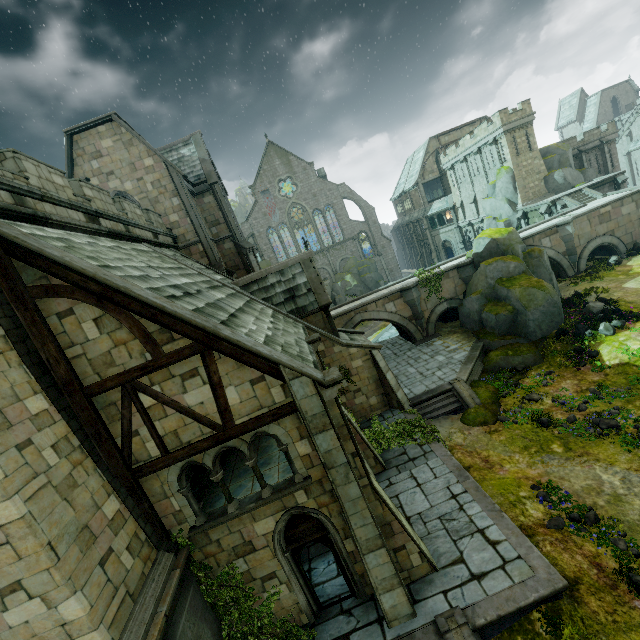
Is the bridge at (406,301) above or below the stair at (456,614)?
above

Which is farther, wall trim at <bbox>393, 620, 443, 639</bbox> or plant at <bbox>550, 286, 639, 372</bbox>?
plant at <bbox>550, 286, 639, 372</bbox>

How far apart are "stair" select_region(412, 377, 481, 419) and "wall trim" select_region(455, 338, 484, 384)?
0.0 meters

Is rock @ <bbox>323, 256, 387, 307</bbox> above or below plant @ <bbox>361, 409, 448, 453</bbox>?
above

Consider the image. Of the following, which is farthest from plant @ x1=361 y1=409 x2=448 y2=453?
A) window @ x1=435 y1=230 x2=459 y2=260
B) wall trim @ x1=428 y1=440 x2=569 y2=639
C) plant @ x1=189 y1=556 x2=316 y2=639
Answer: window @ x1=435 y1=230 x2=459 y2=260

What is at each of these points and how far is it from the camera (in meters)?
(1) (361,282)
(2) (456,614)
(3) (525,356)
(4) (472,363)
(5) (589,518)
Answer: (1) rock, 55.00
(2) stair, 8.24
(3) rock, 19.91
(4) wall trim, 20.36
(5) flower, 10.14

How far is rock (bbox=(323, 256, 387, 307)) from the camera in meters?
47.9

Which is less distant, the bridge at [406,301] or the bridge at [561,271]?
the bridge at [406,301]
